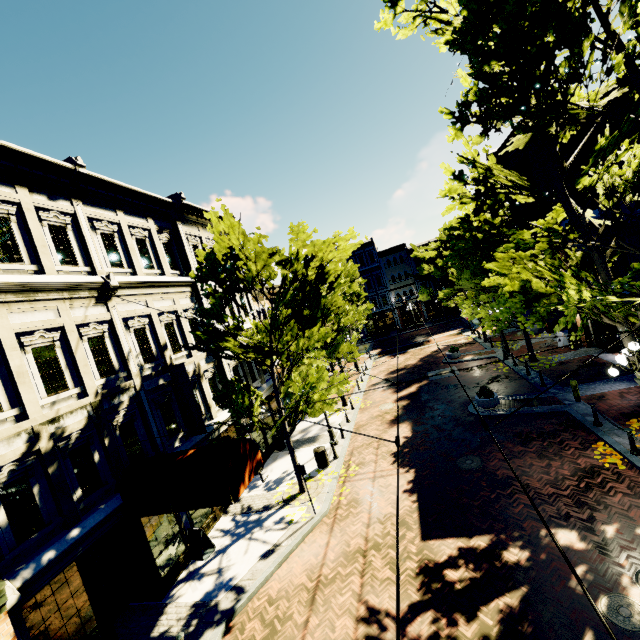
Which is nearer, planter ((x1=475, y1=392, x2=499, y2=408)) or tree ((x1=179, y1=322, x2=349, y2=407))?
tree ((x1=179, y1=322, x2=349, y2=407))

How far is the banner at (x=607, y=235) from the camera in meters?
14.2 m

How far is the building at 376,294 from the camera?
47.50m

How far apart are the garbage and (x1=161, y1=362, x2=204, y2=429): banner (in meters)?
4.99

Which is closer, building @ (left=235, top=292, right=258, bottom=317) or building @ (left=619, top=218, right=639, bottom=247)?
building @ (left=619, top=218, right=639, bottom=247)

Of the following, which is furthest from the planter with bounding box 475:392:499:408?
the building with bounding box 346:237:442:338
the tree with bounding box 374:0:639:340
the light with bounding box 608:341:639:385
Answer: the building with bounding box 346:237:442:338

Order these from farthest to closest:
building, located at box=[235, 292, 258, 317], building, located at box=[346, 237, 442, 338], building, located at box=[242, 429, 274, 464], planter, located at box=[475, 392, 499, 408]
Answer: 1. building, located at box=[346, 237, 442, 338]
2. building, located at box=[235, 292, 258, 317]
3. building, located at box=[242, 429, 274, 464]
4. planter, located at box=[475, 392, 499, 408]

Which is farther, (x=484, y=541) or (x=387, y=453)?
(x=387, y=453)
